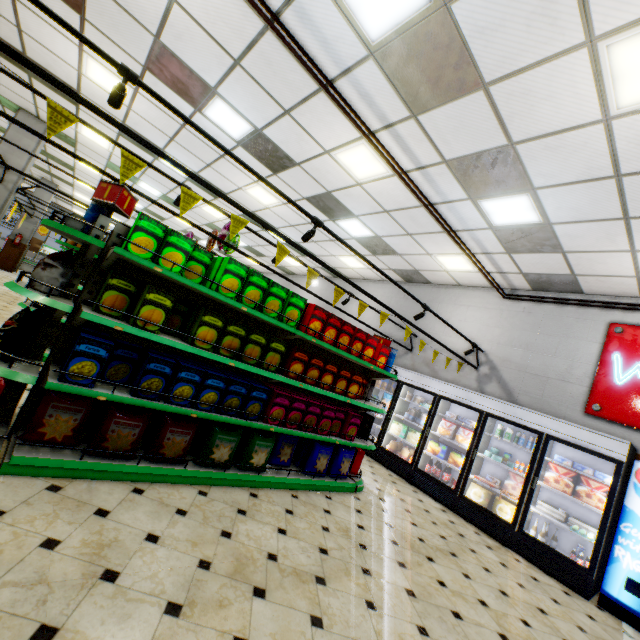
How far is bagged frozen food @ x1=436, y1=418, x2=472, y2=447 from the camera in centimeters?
649cm

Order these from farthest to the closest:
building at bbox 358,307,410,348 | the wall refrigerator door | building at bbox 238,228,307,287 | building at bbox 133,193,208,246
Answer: building at bbox 133,193,208,246, building at bbox 238,228,307,287, building at bbox 358,307,410,348, the wall refrigerator door

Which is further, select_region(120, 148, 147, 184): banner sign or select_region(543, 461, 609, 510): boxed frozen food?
select_region(543, 461, 609, 510): boxed frozen food

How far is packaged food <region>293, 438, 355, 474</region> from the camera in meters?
4.5 m

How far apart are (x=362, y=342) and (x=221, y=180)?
6.1m

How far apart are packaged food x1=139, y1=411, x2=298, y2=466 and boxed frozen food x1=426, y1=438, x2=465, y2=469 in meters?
4.3 m

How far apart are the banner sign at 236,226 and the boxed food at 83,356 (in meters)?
1.38

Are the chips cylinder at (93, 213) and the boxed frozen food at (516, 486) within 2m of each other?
no
